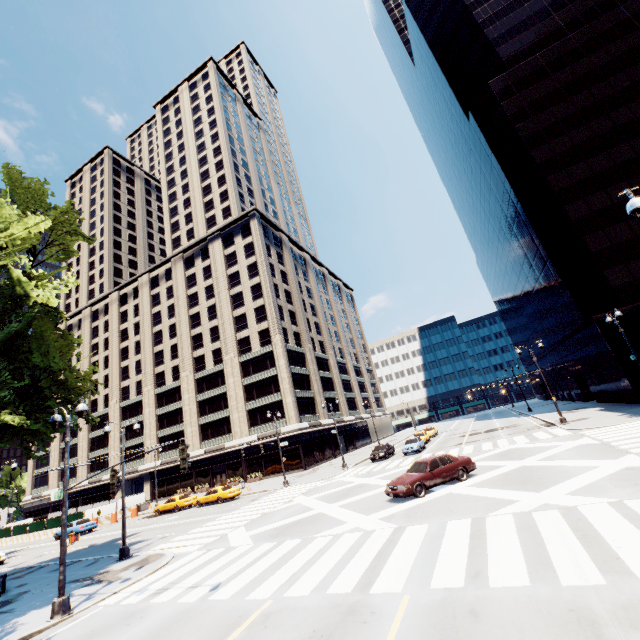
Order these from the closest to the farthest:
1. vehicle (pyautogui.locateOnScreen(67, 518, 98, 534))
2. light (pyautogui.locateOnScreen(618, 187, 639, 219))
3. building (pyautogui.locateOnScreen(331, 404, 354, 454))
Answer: light (pyautogui.locateOnScreen(618, 187, 639, 219))
vehicle (pyautogui.locateOnScreen(67, 518, 98, 534))
building (pyautogui.locateOnScreen(331, 404, 354, 454))

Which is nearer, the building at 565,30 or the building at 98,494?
the building at 565,30

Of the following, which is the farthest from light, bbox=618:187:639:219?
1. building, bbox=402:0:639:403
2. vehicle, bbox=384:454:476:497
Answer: building, bbox=402:0:639:403

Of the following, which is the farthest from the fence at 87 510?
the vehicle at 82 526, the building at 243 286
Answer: the building at 243 286

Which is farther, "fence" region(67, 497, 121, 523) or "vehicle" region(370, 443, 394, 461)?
"fence" region(67, 497, 121, 523)

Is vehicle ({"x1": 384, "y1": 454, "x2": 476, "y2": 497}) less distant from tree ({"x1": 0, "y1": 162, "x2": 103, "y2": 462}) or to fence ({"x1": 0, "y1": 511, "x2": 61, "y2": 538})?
tree ({"x1": 0, "y1": 162, "x2": 103, "y2": 462})

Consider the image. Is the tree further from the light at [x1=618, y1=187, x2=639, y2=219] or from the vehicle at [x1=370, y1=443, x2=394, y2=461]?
the vehicle at [x1=370, y1=443, x2=394, y2=461]

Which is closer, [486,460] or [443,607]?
[443,607]
